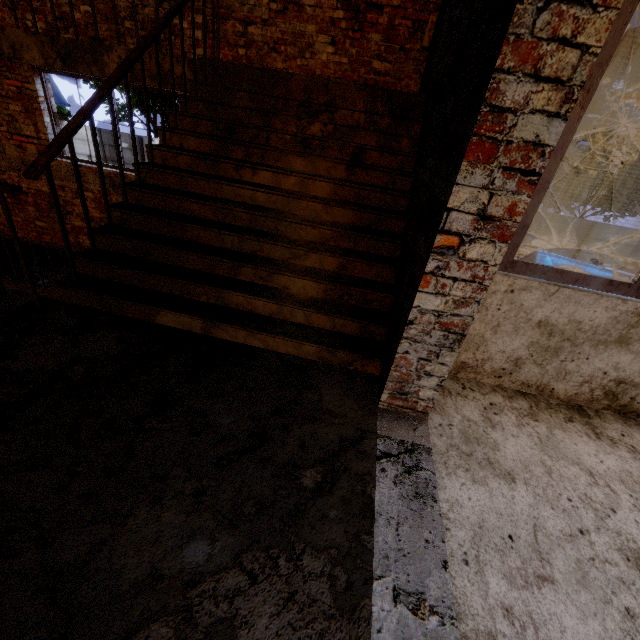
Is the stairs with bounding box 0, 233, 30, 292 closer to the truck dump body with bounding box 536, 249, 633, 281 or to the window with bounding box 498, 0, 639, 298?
the window with bounding box 498, 0, 639, 298

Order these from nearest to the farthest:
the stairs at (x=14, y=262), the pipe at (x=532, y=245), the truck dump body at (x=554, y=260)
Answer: the pipe at (x=532, y=245)
the stairs at (x=14, y=262)
the truck dump body at (x=554, y=260)

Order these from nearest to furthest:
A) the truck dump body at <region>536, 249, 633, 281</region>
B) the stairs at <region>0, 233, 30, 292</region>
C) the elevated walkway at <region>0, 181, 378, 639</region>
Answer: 1. the elevated walkway at <region>0, 181, 378, 639</region>
2. the stairs at <region>0, 233, 30, 292</region>
3. the truck dump body at <region>536, 249, 633, 281</region>

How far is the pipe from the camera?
5.0m

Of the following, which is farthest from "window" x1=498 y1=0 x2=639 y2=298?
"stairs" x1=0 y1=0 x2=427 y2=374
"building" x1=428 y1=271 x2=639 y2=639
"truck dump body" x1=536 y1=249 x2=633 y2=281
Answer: "truck dump body" x1=536 y1=249 x2=633 y2=281

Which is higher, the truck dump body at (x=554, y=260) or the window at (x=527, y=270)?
the window at (x=527, y=270)

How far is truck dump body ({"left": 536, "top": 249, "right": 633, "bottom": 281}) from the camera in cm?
1320

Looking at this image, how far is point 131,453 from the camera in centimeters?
145cm
